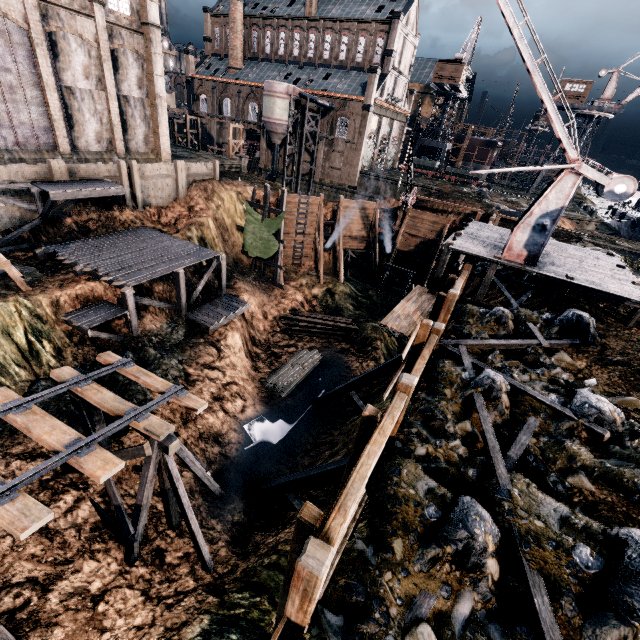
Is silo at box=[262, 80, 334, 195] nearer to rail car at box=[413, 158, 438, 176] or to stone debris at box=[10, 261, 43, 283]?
rail car at box=[413, 158, 438, 176]

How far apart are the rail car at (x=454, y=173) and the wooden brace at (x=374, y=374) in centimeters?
4939cm

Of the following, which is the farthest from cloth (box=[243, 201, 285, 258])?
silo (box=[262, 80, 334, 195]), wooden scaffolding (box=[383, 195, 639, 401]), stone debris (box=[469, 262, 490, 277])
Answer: silo (box=[262, 80, 334, 195])

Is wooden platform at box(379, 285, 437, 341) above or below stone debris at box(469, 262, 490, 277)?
below

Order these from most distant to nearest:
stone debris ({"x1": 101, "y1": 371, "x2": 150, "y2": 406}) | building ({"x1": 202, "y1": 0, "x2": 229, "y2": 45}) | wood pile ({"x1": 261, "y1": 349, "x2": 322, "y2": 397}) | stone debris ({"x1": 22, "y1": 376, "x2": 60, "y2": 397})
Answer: building ({"x1": 202, "y1": 0, "x2": 229, "y2": 45}) → wood pile ({"x1": 261, "y1": 349, "x2": 322, "y2": 397}) → stone debris ({"x1": 101, "y1": 371, "x2": 150, "y2": 406}) → stone debris ({"x1": 22, "y1": 376, "x2": 60, "y2": 397})

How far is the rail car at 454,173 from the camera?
56.3m

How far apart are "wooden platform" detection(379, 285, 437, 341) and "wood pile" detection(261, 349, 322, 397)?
13.4 meters

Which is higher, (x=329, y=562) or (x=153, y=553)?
(x=329, y=562)
